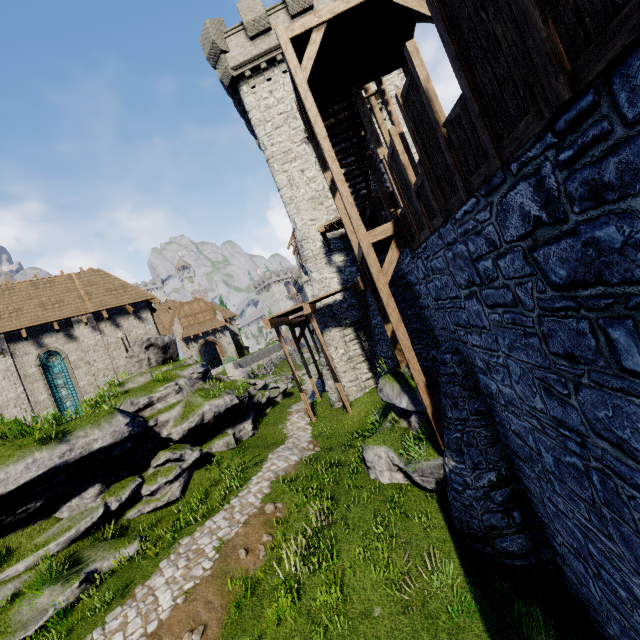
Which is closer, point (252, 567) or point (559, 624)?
point (559, 624)

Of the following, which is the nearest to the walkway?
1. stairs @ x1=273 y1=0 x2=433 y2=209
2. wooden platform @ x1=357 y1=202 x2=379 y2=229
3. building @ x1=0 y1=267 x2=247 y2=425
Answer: stairs @ x1=273 y1=0 x2=433 y2=209

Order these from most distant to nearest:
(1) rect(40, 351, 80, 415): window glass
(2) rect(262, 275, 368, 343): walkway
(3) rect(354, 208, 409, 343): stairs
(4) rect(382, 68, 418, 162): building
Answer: (4) rect(382, 68, 418, 162): building → (1) rect(40, 351, 80, 415): window glass → (2) rect(262, 275, 368, 343): walkway → (3) rect(354, 208, 409, 343): stairs

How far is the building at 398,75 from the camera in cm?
1789

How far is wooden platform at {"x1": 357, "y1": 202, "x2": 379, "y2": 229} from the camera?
15.8 meters

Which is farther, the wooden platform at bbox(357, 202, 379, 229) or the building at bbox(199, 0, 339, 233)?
the building at bbox(199, 0, 339, 233)

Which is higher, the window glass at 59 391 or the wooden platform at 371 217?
the wooden platform at 371 217

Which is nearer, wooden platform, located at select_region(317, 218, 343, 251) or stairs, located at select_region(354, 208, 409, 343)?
stairs, located at select_region(354, 208, 409, 343)
